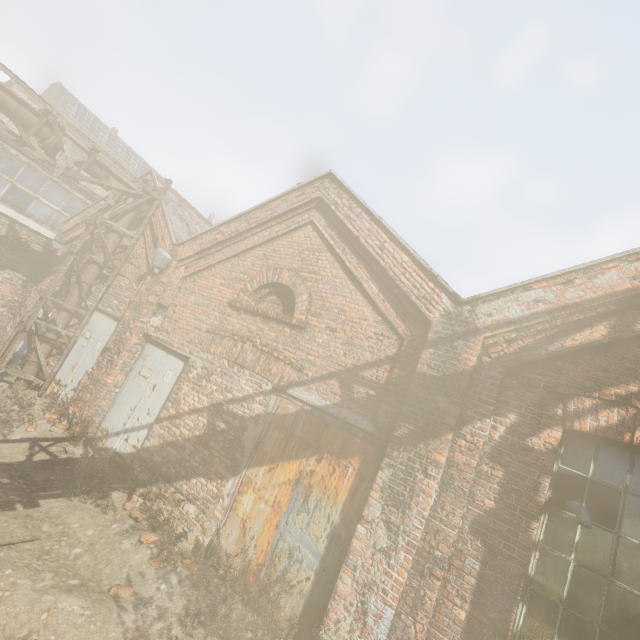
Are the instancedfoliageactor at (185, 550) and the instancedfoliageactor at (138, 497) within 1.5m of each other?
yes

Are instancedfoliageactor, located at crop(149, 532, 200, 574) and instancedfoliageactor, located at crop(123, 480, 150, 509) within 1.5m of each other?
yes

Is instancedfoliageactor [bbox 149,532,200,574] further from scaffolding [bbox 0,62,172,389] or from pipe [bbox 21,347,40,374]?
scaffolding [bbox 0,62,172,389]

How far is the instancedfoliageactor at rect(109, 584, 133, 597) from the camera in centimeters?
392cm

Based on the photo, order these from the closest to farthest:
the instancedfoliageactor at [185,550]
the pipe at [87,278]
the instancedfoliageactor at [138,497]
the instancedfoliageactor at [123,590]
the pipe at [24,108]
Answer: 1. the instancedfoliageactor at [123,590]
2. the instancedfoliageactor at [185,550]
3. the instancedfoliageactor at [138,497]
4. the pipe at [24,108]
5. the pipe at [87,278]

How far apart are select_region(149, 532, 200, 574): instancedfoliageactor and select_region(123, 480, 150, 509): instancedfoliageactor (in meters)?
0.97

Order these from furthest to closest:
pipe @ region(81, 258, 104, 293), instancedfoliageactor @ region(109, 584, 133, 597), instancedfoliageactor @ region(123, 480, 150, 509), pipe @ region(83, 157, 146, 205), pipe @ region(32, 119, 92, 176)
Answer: pipe @ region(81, 258, 104, 293)
pipe @ region(83, 157, 146, 205)
pipe @ region(32, 119, 92, 176)
instancedfoliageactor @ region(123, 480, 150, 509)
instancedfoliageactor @ region(109, 584, 133, 597)

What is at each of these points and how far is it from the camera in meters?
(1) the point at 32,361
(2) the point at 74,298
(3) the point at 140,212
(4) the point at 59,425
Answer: (1) pipe, 8.2 m
(2) pipe, 8.6 m
(3) pipe, 9.4 m
(4) instancedfoliageactor, 6.7 m
